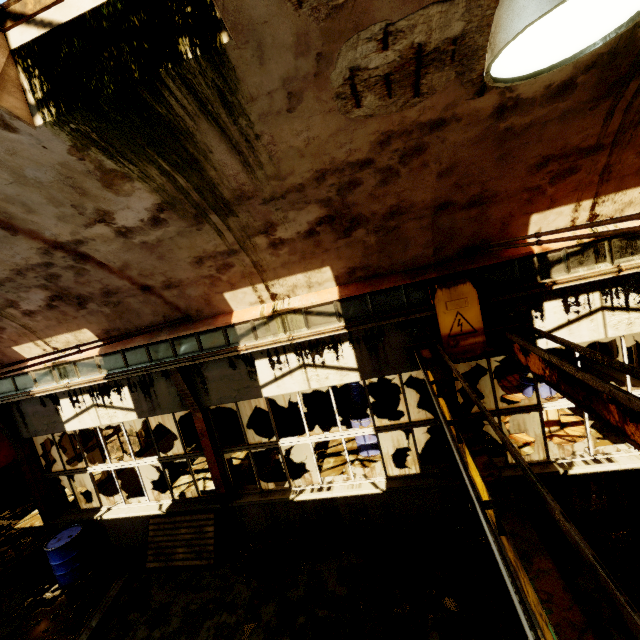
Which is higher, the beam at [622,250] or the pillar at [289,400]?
the beam at [622,250]

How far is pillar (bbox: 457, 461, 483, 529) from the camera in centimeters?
586cm

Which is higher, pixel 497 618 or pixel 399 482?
pixel 399 482

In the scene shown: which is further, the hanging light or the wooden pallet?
the wooden pallet

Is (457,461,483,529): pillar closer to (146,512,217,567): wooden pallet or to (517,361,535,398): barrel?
(517,361,535,398): barrel

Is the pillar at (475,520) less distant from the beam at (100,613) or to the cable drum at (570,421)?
the cable drum at (570,421)

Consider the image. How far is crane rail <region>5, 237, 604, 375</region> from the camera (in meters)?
4.85

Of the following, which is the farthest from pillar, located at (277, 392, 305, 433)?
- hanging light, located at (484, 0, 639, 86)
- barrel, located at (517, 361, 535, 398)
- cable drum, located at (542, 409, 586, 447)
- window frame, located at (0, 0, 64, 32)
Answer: hanging light, located at (484, 0, 639, 86)
